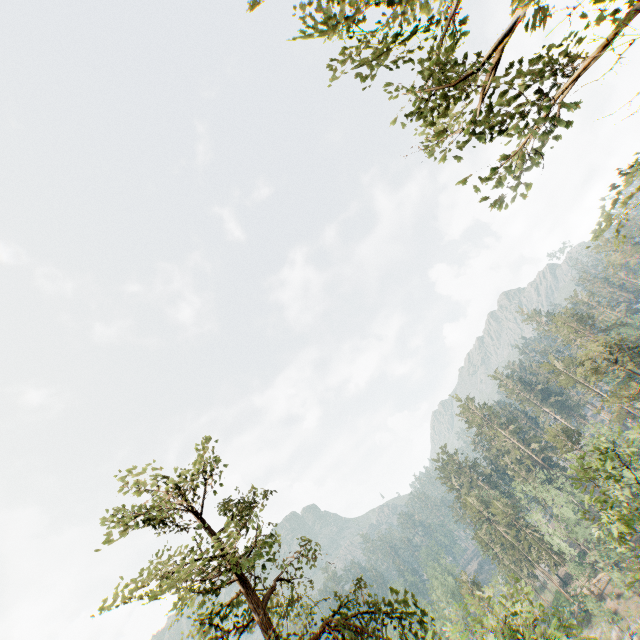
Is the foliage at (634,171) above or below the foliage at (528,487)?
above

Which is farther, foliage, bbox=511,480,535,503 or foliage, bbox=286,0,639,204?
foliage, bbox=511,480,535,503

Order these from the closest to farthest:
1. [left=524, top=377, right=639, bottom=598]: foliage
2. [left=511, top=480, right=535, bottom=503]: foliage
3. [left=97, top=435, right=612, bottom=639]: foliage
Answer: [left=97, top=435, right=612, bottom=639]: foliage, [left=524, top=377, right=639, bottom=598]: foliage, [left=511, top=480, right=535, bottom=503]: foliage

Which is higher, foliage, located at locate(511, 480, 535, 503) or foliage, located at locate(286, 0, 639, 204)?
foliage, located at locate(286, 0, 639, 204)

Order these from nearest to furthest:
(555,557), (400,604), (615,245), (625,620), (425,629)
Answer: (615,245) → (425,629) → (400,604) → (625,620) → (555,557)

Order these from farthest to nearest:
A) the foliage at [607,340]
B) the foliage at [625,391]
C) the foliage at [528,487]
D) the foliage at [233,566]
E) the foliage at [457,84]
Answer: the foliage at [528,487], the foliage at [607,340], the foliage at [625,391], the foliage at [233,566], the foliage at [457,84]

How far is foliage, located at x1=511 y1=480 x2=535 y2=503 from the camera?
54.2m
